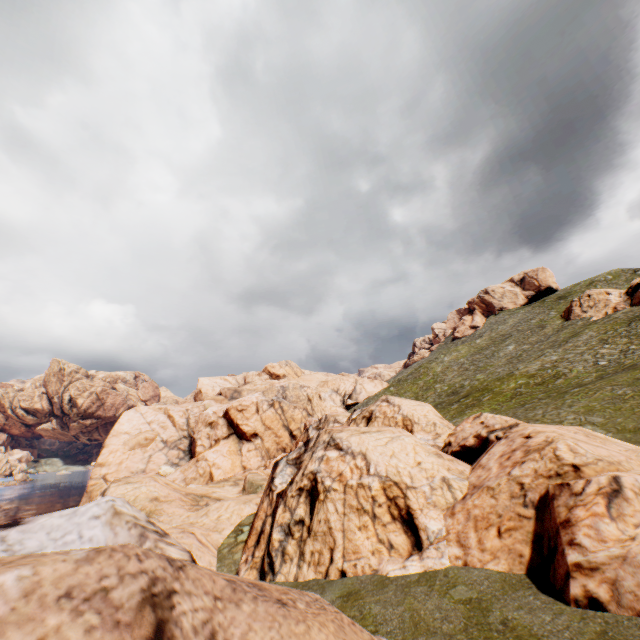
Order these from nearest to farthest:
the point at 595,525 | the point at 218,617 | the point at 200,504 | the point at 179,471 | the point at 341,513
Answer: the point at 218,617 → the point at 595,525 → the point at 341,513 → the point at 200,504 → the point at 179,471
